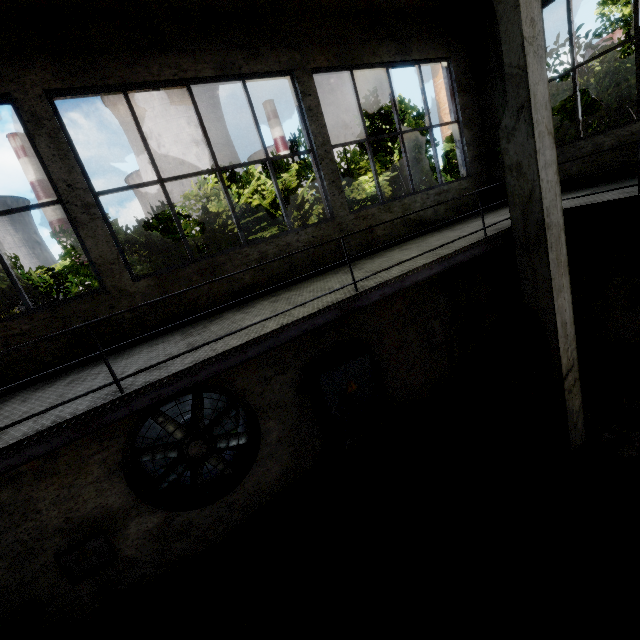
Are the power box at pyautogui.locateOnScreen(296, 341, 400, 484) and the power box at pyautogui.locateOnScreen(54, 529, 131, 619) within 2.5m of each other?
no

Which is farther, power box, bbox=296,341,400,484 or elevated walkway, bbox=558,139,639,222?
power box, bbox=296,341,400,484

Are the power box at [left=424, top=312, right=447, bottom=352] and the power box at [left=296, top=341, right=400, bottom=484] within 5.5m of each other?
yes

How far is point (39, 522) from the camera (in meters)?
4.61

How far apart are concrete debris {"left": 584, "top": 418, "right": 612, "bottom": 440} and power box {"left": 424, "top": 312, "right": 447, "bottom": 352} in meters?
1.4 m

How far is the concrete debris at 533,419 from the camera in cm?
581

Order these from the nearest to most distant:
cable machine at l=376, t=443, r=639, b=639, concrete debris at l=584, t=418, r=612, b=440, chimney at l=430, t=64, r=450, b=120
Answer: cable machine at l=376, t=443, r=639, b=639 < concrete debris at l=584, t=418, r=612, b=440 < chimney at l=430, t=64, r=450, b=120

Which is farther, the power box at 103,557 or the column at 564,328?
the power box at 103,557
